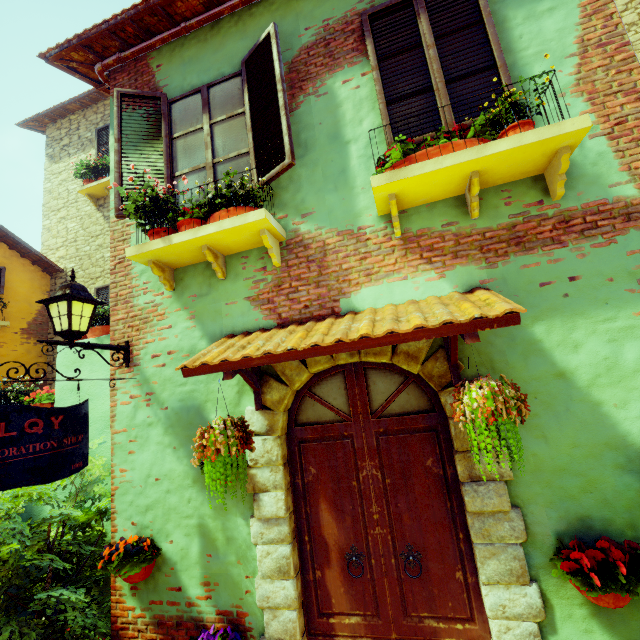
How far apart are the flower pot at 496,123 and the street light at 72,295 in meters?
3.8

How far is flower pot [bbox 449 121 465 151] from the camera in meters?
2.5 m

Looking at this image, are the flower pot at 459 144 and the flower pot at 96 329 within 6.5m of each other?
yes

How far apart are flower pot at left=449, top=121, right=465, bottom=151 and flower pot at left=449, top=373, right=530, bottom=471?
1.68m

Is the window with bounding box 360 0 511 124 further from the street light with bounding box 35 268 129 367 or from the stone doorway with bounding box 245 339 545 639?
the stone doorway with bounding box 245 339 545 639

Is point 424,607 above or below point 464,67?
below

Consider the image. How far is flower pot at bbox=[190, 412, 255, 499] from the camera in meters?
2.3
